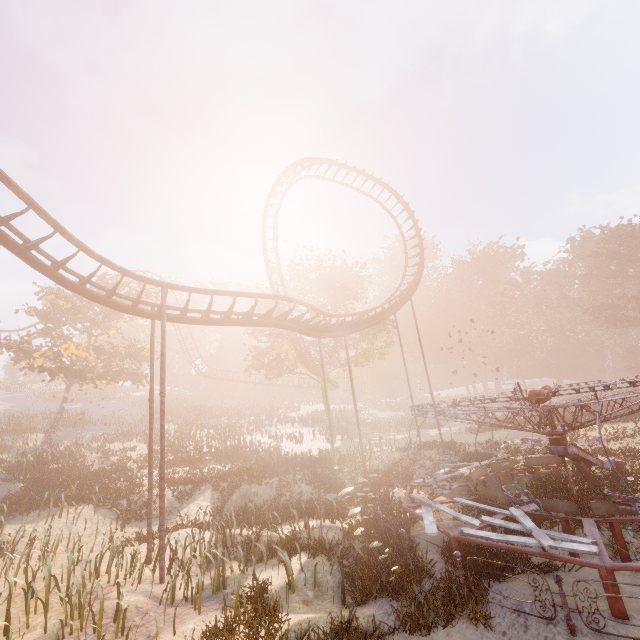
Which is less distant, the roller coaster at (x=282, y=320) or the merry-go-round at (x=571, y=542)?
the merry-go-round at (x=571, y=542)

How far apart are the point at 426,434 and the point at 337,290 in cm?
1704

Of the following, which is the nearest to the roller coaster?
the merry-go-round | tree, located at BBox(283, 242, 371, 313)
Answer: tree, located at BBox(283, 242, 371, 313)

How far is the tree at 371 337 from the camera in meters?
31.5 m

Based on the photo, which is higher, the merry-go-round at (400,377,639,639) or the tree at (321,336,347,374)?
the tree at (321,336,347,374)

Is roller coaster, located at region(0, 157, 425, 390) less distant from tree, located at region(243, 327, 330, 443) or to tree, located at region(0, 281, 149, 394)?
tree, located at region(243, 327, 330, 443)
